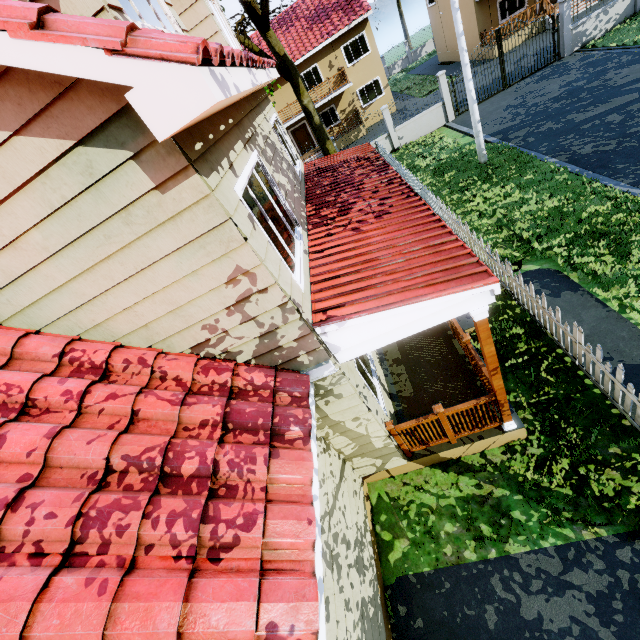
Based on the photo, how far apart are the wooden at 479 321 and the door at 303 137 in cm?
2873

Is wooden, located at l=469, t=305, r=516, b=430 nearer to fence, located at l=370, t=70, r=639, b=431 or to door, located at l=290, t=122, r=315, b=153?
fence, located at l=370, t=70, r=639, b=431

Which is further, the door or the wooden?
the door

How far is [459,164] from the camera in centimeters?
1388cm

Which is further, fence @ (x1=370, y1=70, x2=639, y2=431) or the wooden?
fence @ (x1=370, y1=70, x2=639, y2=431)

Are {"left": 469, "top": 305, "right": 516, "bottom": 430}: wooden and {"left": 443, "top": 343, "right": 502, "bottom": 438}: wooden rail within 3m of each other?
yes

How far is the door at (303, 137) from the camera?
27.5 meters

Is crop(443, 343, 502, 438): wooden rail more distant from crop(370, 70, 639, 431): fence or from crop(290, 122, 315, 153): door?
crop(290, 122, 315, 153): door
